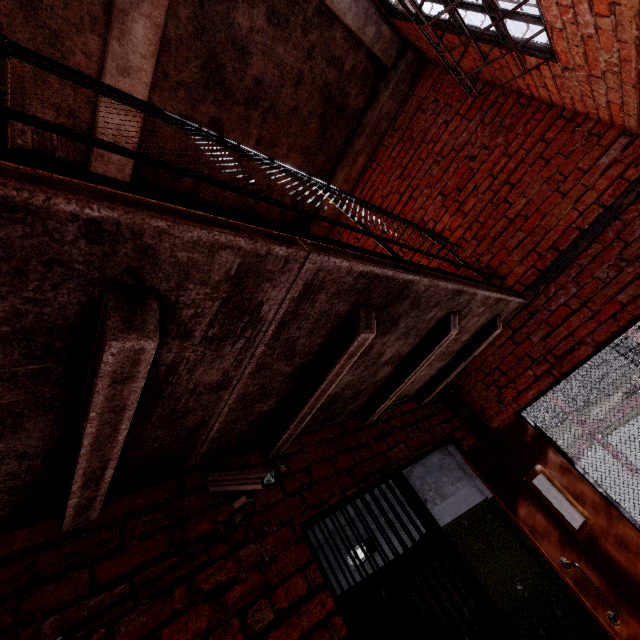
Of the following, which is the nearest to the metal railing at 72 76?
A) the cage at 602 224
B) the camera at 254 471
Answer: the cage at 602 224

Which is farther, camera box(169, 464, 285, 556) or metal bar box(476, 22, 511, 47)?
metal bar box(476, 22, 511, 47)

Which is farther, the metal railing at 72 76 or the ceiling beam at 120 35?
the ceiling beam at 120 35

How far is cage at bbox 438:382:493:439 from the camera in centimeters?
344cm

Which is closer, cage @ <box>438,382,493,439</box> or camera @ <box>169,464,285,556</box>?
camera @ <box>169,464,285,556</box>

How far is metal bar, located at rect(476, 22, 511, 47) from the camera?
2.5m

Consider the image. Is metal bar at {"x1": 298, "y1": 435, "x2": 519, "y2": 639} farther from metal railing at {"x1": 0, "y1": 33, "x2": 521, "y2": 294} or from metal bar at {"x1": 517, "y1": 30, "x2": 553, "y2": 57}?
metal railing at {"x1": 0, "y1": 33, "x2": 521, "y2": 294}

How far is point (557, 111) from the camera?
3.0 meters
